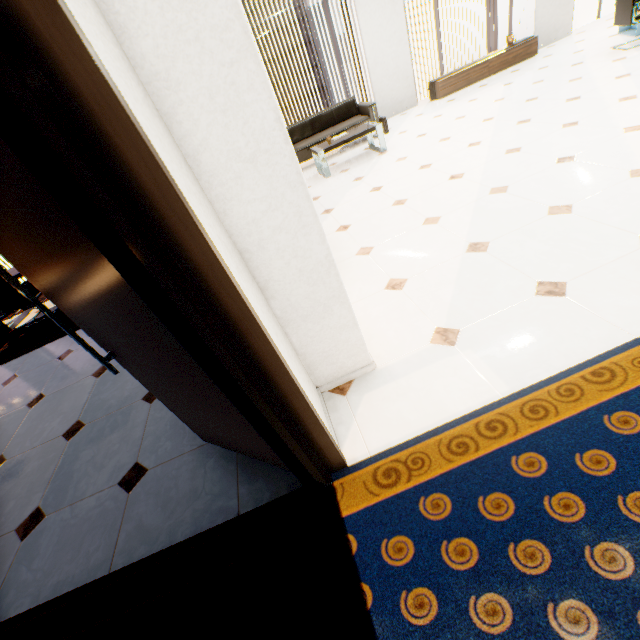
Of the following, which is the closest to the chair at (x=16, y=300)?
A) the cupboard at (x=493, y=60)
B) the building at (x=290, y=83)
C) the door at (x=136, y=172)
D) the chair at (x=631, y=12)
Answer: the door at (x=136, y=172)

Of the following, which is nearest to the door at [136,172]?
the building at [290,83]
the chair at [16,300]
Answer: the chair at [16,300]

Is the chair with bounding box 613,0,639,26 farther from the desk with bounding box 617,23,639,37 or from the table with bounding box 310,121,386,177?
the table with bounding box 310,121,386,177

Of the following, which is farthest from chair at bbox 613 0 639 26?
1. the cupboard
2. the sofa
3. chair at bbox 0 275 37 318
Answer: chair at bbox 0 275 37 318

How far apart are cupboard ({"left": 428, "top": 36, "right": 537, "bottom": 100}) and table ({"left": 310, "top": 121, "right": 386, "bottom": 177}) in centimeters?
256cm

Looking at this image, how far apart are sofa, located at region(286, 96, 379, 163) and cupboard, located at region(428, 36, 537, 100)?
1.8 meters

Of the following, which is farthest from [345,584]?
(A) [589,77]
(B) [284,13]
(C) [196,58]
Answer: (B) [284,13]

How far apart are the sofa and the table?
0.51m
